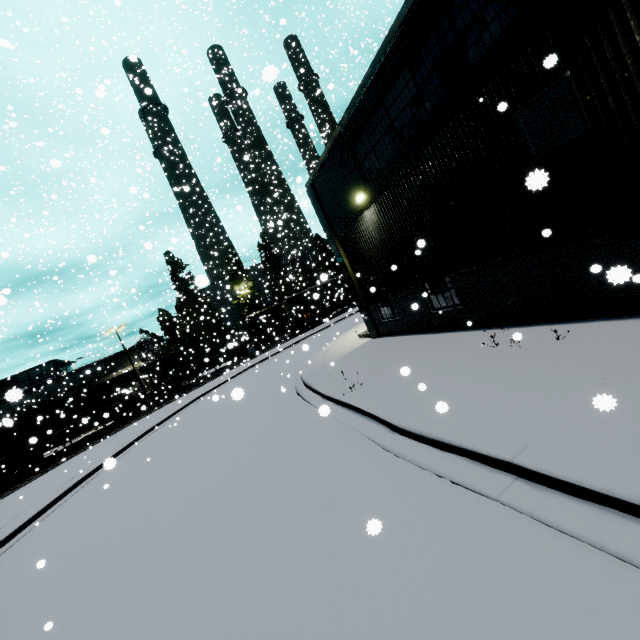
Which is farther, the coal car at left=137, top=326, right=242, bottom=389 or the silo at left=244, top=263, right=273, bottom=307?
the silo at left=244, top=263, right=273, bottom=307

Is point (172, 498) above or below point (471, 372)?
below

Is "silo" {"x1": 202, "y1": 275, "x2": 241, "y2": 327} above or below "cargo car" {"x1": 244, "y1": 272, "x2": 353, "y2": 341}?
above

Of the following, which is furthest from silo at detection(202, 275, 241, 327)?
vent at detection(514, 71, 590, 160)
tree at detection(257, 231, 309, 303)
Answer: vent at detection(514, 71, 590, 160)

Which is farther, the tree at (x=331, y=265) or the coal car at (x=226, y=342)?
the tree at (x=331, y=265)

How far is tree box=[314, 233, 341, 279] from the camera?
39.6 meters

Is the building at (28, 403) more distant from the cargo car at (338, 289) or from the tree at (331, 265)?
the tree at (331, 265)

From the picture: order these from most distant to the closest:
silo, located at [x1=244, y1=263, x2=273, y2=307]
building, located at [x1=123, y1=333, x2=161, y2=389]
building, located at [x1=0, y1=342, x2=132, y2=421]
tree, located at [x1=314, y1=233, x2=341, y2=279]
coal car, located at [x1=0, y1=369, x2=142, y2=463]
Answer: silo, located at [x1=244, y1=263, x2=273, y2=307] → building, located at [x1=123, y1=333, x2=161, y2=389] → tree, located at [x1=314, y1=233, x2=341, y2=279] → building, located at [x1=0, y1=342, x2=132, y2=421] → coal car, located at [x1=0, y1=369, x2=142, y2=463]
